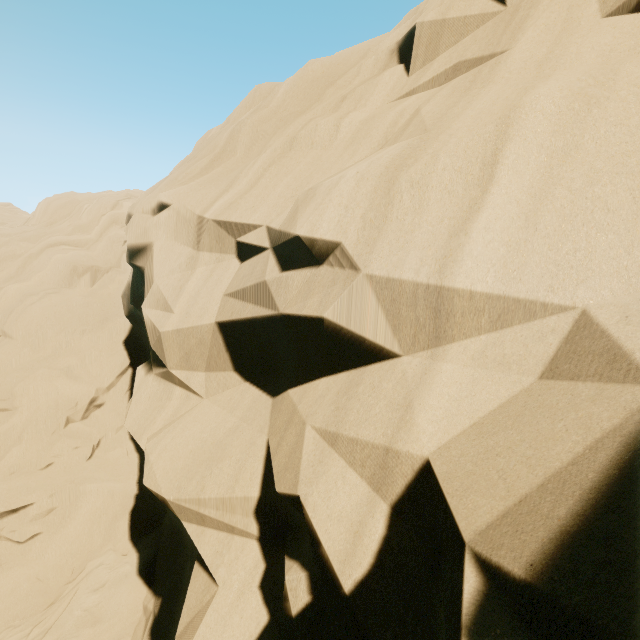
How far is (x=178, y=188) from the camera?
5.98m
